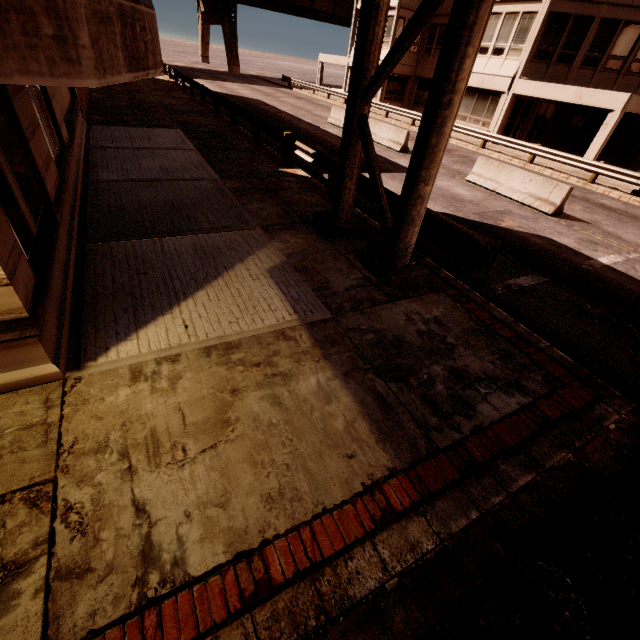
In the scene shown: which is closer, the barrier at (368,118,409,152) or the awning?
the awning

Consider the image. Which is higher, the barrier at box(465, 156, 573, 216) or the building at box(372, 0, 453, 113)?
the building at box(372, 0, 453, 113)

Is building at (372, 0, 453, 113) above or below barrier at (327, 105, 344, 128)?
above

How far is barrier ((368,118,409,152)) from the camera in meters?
16.8

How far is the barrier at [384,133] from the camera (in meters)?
16.81

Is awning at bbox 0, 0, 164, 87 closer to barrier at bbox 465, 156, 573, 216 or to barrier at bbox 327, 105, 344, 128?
barrier at bbox 465, 156, 573, 216

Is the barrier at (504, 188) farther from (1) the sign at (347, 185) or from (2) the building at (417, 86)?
(2) the building at (417, 86)

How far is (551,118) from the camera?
24.67m
